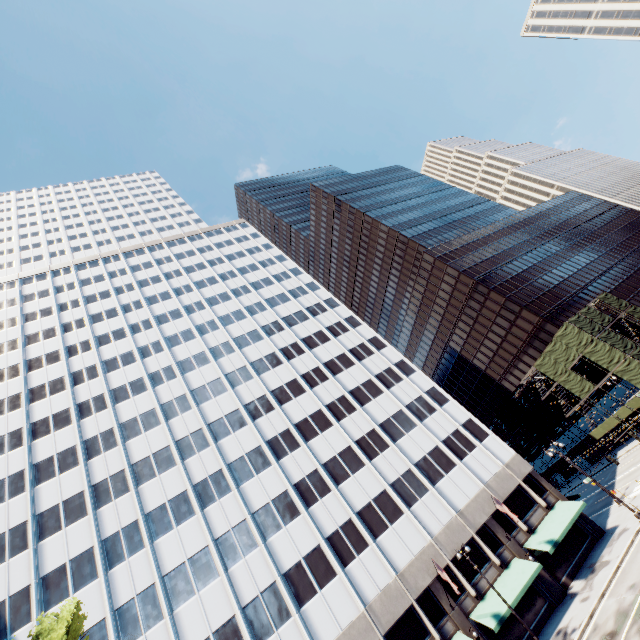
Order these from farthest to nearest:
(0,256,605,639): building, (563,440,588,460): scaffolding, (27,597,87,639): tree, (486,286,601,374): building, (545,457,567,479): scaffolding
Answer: (545,457,567,479): scaffolding, (486,286,601,374): building, (563,440,588,460): scaffolding, (0,256,605,639): building, (27,597,87,639): tree

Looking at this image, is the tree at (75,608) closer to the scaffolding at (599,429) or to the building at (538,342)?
the scaffolding at (599,429)

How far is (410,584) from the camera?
26.25m

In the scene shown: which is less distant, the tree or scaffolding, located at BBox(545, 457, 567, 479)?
the tree

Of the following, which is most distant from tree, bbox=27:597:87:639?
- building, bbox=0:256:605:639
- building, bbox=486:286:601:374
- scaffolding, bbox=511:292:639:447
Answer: building, bbox=486:286:601:374

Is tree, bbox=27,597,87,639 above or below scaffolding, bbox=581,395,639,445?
above

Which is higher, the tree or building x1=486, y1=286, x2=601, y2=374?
building x1=486, y1=286, x2=601, y2=374

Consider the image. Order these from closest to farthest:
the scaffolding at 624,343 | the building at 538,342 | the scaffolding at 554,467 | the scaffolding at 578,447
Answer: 1. the scaffolding at 624,343
2. the scaffolding at 578,447
3. the building at 538,342
4. the scaffolding at 554,467
